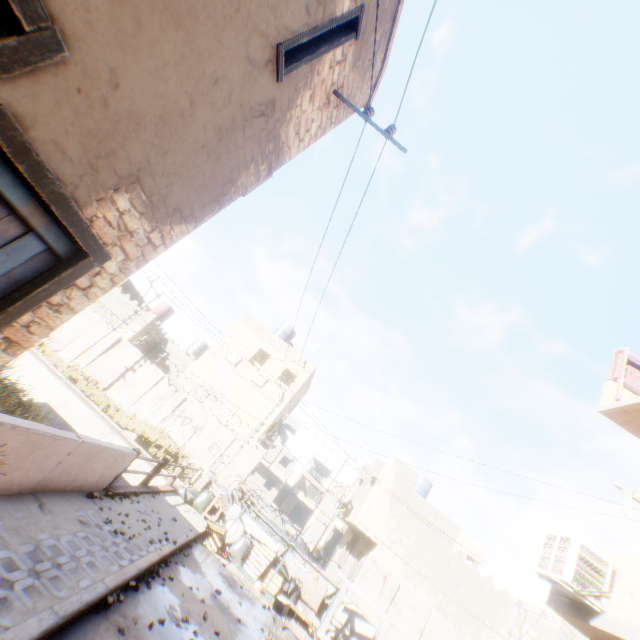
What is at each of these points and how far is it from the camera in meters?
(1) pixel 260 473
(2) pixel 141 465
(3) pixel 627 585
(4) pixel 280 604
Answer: (1) building, 53.5
(2) concrete channel, 15.2
(3) building, 5.4
(4) cardboard box, 9.4

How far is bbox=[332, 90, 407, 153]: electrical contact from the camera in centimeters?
496cm

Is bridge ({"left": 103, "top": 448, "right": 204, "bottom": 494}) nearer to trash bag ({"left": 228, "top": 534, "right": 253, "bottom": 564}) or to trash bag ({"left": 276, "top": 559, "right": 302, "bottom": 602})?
trash bag ({"left": 228, "top": 534, "right": 253, "bottom": 564})

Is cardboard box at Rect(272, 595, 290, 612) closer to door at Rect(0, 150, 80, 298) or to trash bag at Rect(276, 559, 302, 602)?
trash bag at Rect(276, 559, 302, 602)

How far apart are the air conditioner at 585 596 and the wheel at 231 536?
9.1 meters

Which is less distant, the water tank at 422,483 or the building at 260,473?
the building at 260,473

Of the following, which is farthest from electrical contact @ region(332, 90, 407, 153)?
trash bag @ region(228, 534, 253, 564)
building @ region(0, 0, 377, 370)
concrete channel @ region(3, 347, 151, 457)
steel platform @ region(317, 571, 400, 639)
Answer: trash bag @ region(228, 534, 253, 564)

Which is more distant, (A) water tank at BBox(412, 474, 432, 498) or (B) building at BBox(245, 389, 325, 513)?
(A) water tank at BBox(412, 474, 432, 498)
